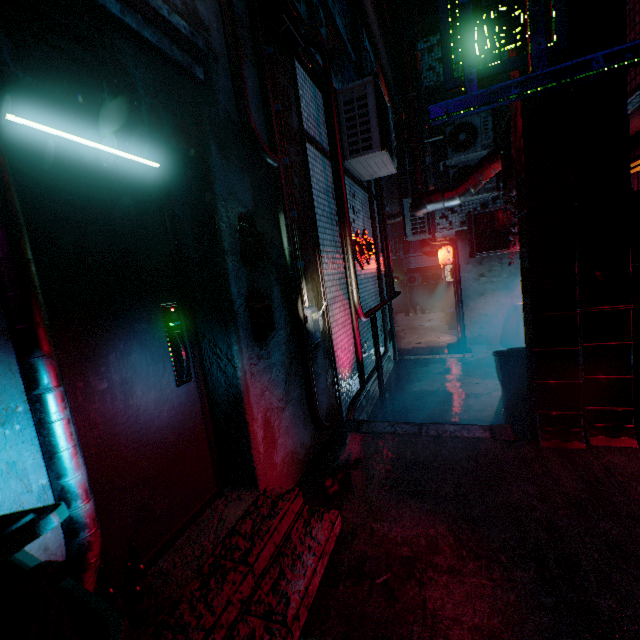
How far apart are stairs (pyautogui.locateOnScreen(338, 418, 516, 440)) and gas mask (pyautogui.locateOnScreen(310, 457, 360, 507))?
0.5 meters

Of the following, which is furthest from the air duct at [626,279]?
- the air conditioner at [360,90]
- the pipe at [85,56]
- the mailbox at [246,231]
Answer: the pipe at [85,56]

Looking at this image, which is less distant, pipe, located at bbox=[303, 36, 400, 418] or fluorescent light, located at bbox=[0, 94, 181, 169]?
fluorescent light, located at bbox=[0, 94, 181, 169]

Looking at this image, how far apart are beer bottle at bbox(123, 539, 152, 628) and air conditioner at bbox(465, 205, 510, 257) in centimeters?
643cm

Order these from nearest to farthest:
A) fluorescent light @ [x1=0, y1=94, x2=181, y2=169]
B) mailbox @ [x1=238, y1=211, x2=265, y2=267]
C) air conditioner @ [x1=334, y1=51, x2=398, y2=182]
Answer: fluorescent light @ [x1=0, y1=94, x2=181, y2=169], mailbox @ [x1=238, y1=211, x2=265, y2=267], air conditioner @ [x1=334, y1=51, x2=398, y2=182]

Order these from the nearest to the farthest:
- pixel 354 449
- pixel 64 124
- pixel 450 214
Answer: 1. pixel 64 124
2. pixel 354 449
3. pixel 450 214

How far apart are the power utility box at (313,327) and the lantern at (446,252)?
6.5 meters

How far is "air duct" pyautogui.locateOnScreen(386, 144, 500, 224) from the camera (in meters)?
4.88
